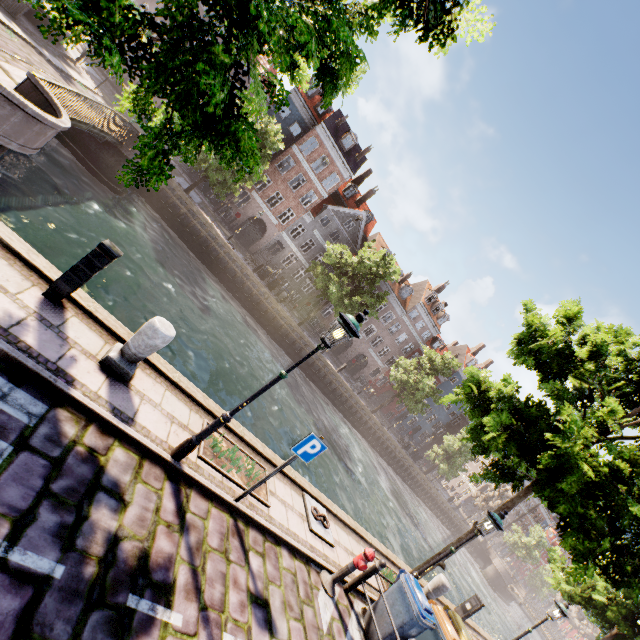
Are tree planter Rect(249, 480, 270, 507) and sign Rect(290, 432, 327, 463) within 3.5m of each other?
yes

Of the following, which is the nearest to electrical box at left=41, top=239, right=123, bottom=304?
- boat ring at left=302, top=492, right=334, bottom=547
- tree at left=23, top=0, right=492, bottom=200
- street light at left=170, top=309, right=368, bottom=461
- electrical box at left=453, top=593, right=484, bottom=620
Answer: tree at left=23, top=0, right=492, bottom=200

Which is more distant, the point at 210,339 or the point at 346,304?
the point at 346,304

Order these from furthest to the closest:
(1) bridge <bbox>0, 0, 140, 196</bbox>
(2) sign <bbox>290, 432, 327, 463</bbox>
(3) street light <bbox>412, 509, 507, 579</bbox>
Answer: (3) street light <bbox>412, 509, 507, 579</bbox>
(1) bridge <bbox>0, 0, 140, 196</bbox>
(2) sign <bbox>290, 432, 327, 463</bbox>

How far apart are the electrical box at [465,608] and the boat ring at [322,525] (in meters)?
8.95

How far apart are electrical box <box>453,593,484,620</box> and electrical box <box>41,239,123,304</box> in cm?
1669

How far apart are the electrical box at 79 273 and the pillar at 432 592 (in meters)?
→ 13.00

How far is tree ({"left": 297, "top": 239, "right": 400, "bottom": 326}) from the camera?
27.03m
